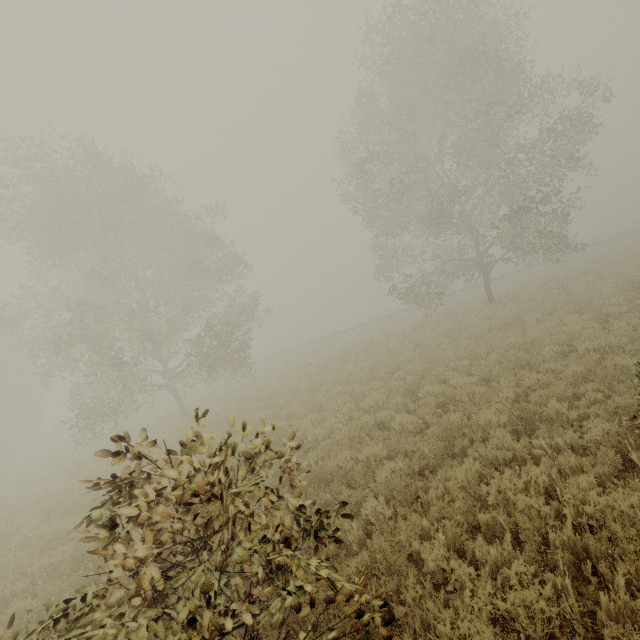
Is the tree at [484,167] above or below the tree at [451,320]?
above

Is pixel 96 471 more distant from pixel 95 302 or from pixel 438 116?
pixel 438 116

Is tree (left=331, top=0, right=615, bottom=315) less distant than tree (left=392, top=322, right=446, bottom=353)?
Yes

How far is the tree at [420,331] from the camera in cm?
1786

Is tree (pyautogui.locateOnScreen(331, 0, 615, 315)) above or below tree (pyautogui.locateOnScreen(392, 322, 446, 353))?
above

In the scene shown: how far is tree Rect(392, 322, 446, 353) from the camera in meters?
17.9
